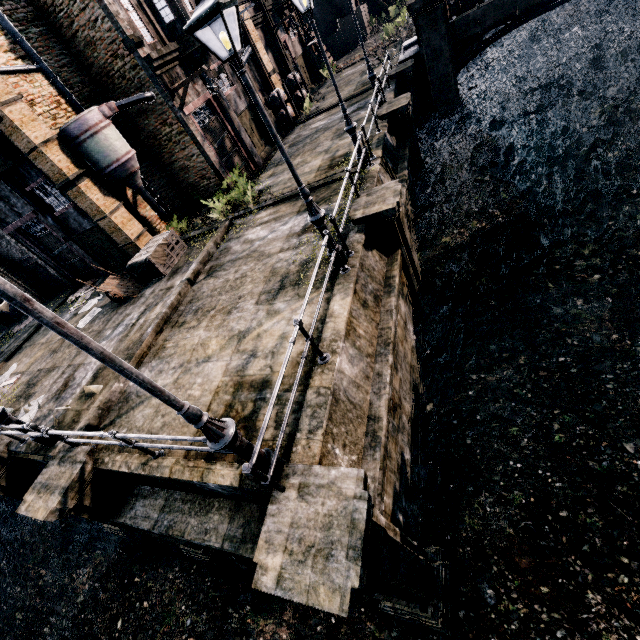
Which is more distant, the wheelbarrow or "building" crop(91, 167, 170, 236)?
"building" crop(91, 167, 170, 236)

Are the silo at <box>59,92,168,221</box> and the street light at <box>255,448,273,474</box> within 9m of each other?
no

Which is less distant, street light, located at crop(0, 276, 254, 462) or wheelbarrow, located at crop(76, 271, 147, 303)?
street light, located at crop(0, 276, 254, 462)

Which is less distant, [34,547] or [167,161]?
[34,547]

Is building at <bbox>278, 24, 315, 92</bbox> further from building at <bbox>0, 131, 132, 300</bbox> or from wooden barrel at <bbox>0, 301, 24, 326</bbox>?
wooden barrel at <bbox>0, 301, 24, 326</bbox>

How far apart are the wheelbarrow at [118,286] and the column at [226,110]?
10.4m

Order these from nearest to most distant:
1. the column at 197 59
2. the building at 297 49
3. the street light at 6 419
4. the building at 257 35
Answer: the street light at 6 419
the column at 197 59
the building at 257 35
the building at 297 49

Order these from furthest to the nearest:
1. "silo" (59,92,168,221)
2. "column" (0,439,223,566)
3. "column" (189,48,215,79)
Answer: "column" (189,48,215,79) → "silo" (59,92,168,221) → "column" (0,439,223,566)
